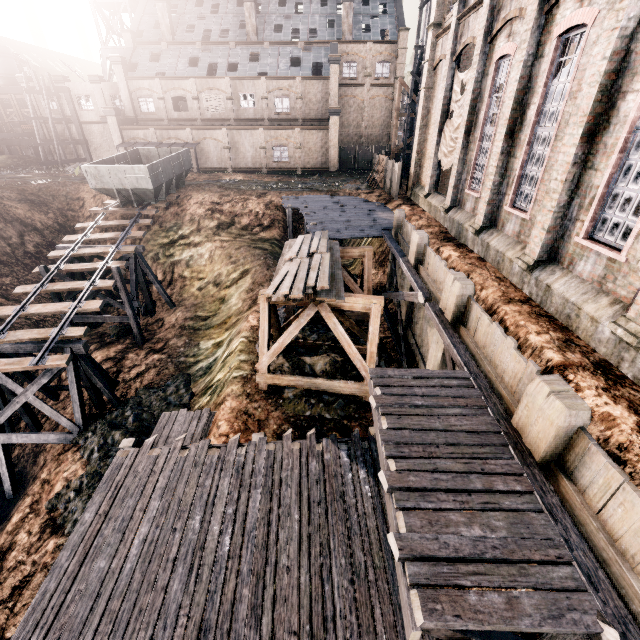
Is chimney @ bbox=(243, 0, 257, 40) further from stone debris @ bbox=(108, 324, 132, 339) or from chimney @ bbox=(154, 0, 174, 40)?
stone debris @ bbox=(108, 324, 132, 339)

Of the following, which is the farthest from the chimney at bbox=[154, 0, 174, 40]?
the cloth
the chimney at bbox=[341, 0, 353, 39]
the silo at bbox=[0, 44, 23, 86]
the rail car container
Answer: the cloth

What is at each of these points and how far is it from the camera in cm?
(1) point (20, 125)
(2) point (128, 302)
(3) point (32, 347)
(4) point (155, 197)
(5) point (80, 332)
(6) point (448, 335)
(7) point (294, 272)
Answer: (1) building, 4753
(2) wooden support structure, 2036
(3) wooden support structure, 1562
(4) rail car container, 2606
(5) railway, 1576
(6) wooden scaffolding, 951
(7) wood pile, 1258

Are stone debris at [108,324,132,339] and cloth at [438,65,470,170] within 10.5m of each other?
no

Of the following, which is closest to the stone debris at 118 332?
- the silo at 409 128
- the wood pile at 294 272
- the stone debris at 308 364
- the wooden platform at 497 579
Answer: the stone debris at 308 364

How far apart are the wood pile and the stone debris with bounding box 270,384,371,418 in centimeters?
346cm

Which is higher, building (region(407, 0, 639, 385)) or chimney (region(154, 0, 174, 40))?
chimney (region(154, 0, 174, 40))

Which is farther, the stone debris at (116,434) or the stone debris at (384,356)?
the stone debris at (384,356)
